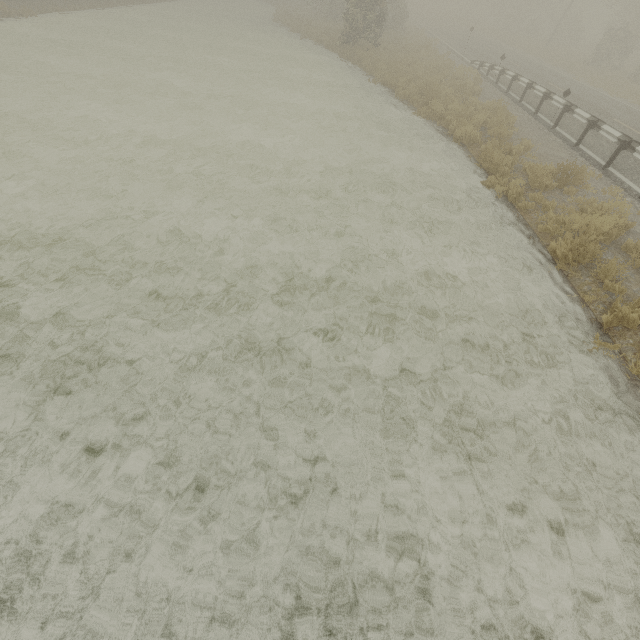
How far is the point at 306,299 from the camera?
5.91m
